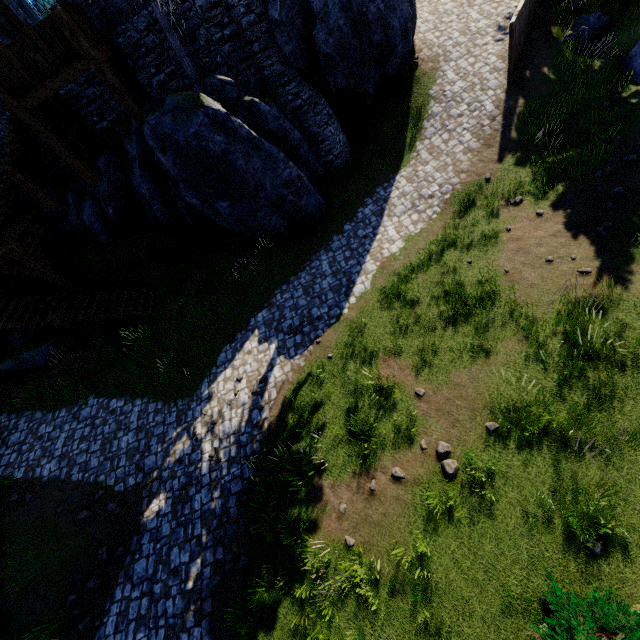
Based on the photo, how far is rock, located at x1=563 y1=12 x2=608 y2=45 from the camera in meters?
12.9 m

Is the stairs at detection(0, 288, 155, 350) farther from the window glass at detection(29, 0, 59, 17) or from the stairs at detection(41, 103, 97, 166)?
the window glass at detection(29, 0, 59, 17)

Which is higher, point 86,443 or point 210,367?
point 86,443

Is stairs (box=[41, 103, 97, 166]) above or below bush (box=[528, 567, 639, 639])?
above

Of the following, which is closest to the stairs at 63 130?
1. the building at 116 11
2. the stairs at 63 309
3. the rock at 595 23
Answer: the building at 116 11

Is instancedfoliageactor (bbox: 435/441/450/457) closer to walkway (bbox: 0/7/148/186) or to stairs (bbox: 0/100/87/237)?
walkway (bbox: 0/7/148/186)

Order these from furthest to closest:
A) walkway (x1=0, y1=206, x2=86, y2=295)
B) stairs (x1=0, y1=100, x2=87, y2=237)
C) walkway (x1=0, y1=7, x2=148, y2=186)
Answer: walkway (x1=0, y1=206, x2=86, y2=295)
stairs (x1=0, y1=100, x2=87, y2=237)
walkway (x1=0, y1=7, x2=148, y2=186)

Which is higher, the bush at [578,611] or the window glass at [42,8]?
the window glass at [42,8]
